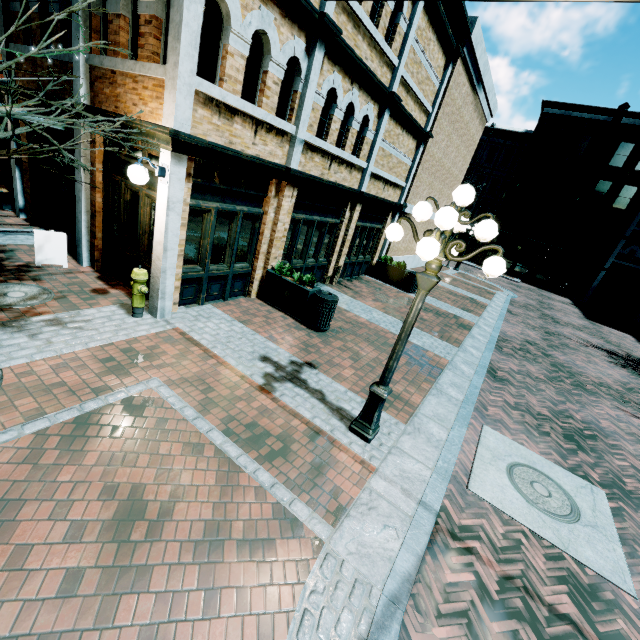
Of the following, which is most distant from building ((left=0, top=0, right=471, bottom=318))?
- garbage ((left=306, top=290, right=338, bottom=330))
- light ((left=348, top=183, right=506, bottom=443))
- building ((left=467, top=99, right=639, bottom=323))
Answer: light ((left=348, top=183, right=506, bottom=443))

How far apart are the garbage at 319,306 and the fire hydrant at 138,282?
3.55m

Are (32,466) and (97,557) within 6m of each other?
yes

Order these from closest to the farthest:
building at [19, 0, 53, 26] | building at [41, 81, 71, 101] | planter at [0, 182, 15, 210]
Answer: building at [41, 81, 71, 101]
building at [19, 0, 53, 26]
planter at [0, 182, 15, 210]

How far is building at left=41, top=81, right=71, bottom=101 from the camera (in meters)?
6.38

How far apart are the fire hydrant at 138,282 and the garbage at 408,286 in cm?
1060

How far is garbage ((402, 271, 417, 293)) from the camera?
13.8m
